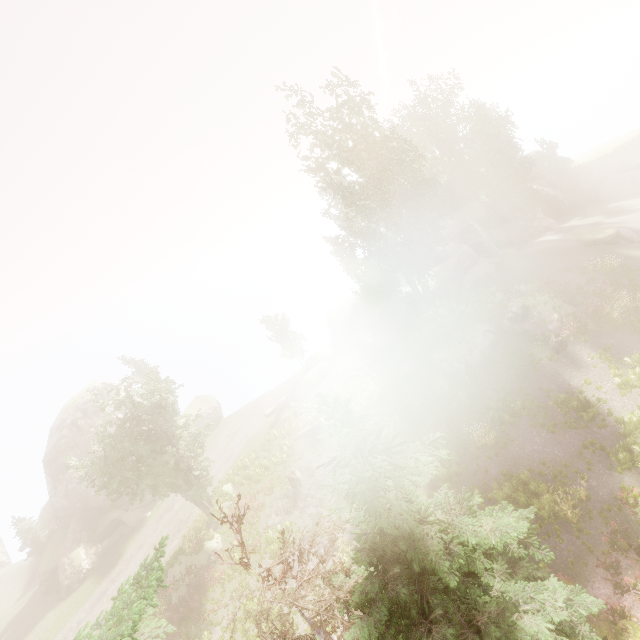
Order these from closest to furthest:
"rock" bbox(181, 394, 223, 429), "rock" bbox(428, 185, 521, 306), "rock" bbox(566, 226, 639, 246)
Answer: "rock" bbox(566, 226, 639, 246) → "rock" bbox(428, 185, 521, 306) → "rock" bbox(181, 394, 223, 429)

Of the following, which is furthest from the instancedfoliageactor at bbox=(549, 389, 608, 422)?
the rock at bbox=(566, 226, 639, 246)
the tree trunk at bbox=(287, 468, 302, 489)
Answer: the tree trunk at bbox=(287, 468, 302, 489)

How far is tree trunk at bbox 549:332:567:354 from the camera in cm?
2128

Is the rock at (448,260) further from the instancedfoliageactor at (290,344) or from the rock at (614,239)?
the rock at (614,239)

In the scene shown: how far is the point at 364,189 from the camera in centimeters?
2778cm

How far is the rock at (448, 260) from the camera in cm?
3253

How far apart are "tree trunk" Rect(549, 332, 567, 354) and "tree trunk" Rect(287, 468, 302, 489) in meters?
20.4 m

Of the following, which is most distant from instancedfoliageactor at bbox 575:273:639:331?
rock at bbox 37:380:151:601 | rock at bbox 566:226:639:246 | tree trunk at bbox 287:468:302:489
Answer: tree trunk at bbox 287:468:302:489
